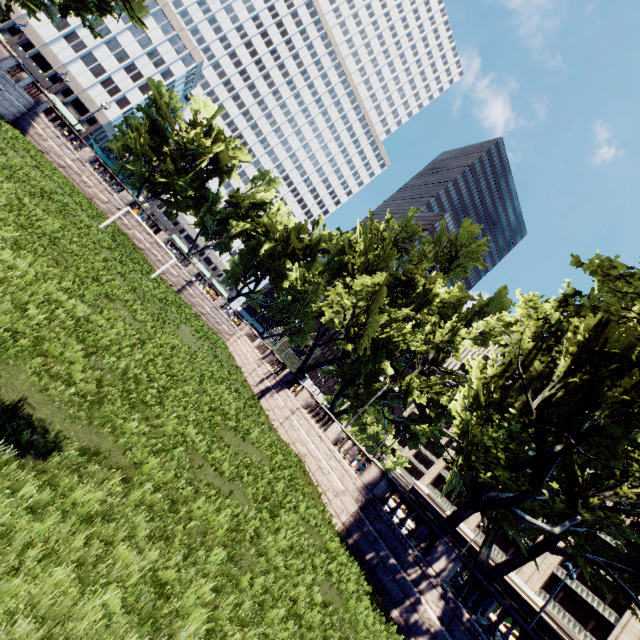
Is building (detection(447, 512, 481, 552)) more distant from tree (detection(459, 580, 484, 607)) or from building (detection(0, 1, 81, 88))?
building (detection(0, 1, 81, 88))

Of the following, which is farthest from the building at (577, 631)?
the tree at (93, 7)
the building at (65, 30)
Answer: the building at (65, 30)

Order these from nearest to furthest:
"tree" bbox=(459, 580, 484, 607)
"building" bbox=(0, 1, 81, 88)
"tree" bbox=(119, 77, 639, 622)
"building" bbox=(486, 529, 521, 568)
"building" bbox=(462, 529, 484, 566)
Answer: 1. "tree" bbox=(119, 77, 639, 622)
2. "tree" bbox=(459, 580, 484, 607)
3. "building" bbox=(486, 529, 521, 568)
4. "building" bbox=(462, 529, 484, 566)
5. "building" bbox=(0, 1, 81, 88)

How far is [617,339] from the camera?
13.65m

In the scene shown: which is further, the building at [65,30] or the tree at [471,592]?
the building at [65,30]

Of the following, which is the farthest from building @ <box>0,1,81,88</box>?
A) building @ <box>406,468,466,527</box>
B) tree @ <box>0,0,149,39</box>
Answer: building @ <box>406,468,466,527</box>
